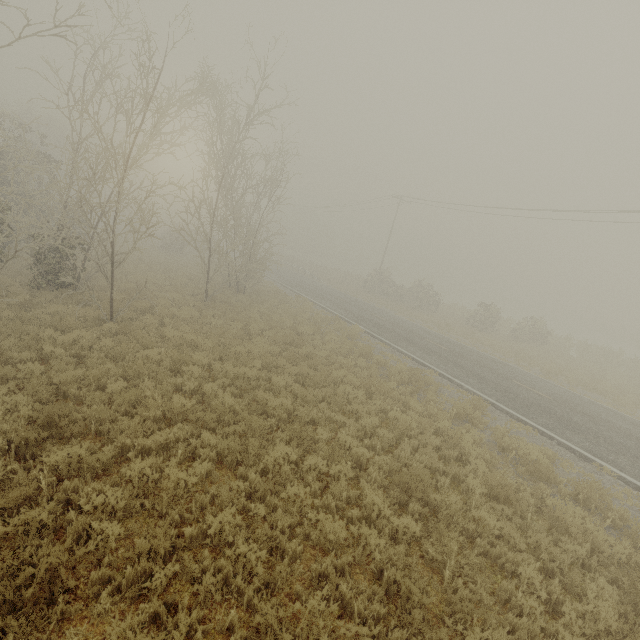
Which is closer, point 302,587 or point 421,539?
point 302,587
